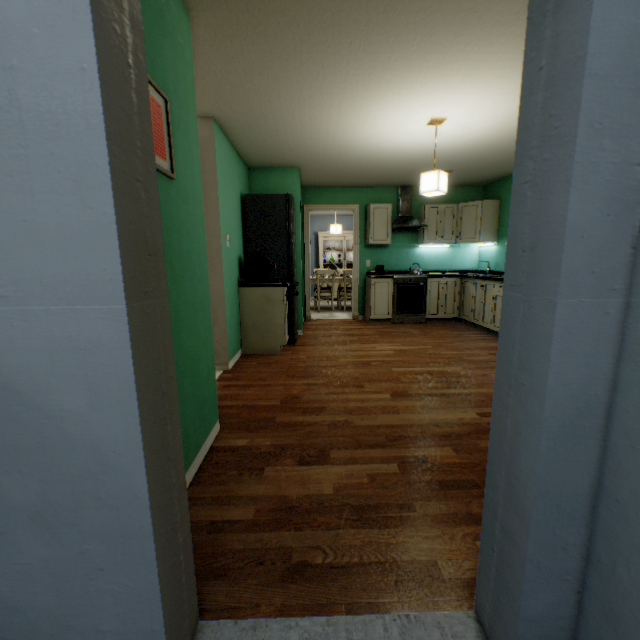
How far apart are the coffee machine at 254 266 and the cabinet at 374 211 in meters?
2.4 m

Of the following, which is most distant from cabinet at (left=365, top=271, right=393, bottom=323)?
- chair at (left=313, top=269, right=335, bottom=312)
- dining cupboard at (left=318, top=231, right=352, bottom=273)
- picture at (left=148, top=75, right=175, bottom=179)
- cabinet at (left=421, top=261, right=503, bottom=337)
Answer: picture at (left=148, top=75, right=175, bottom=179)

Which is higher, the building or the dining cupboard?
the dining cupboard

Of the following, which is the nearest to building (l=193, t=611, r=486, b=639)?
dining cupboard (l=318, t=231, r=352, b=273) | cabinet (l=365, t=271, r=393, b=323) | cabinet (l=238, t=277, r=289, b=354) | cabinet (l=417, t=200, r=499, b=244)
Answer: cabinet (l=238, t=277, r=289, b=354)

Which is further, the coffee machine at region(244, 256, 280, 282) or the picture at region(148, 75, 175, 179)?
the coffee machine at region(244, 256, 280, 282)

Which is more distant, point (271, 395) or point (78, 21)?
point (271, 395)

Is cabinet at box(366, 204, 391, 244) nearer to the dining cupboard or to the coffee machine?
the coffee machine

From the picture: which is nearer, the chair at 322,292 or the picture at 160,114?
the picture at 160,114
